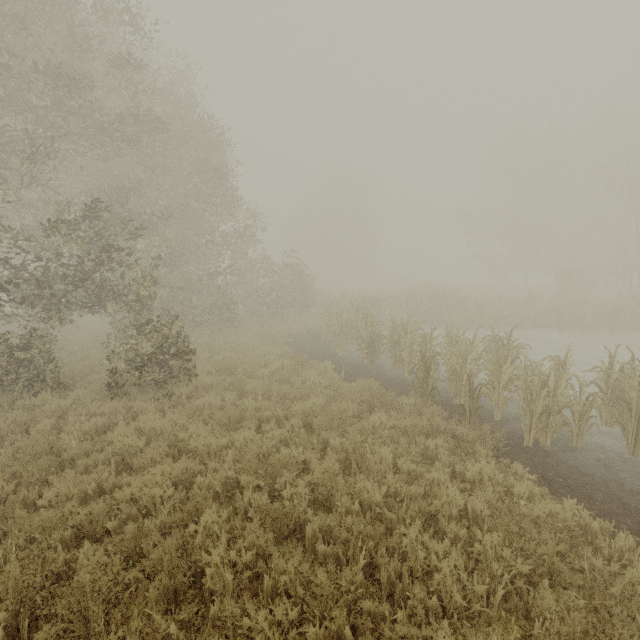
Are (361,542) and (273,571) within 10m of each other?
yes
